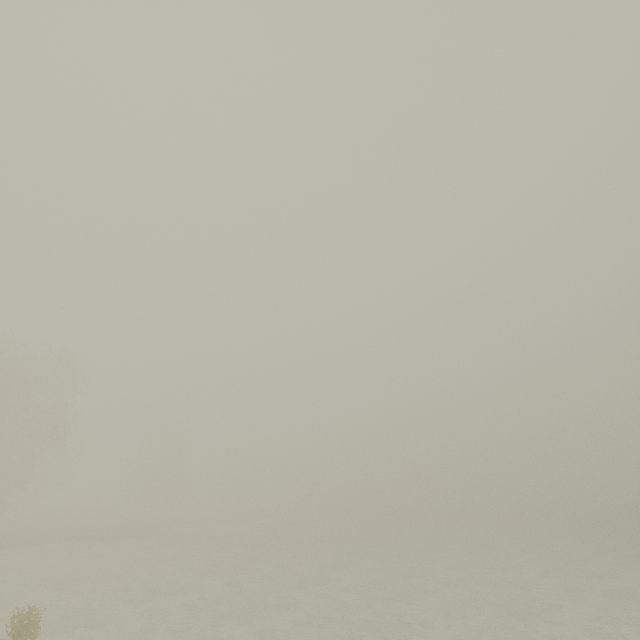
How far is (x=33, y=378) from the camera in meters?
29.9
